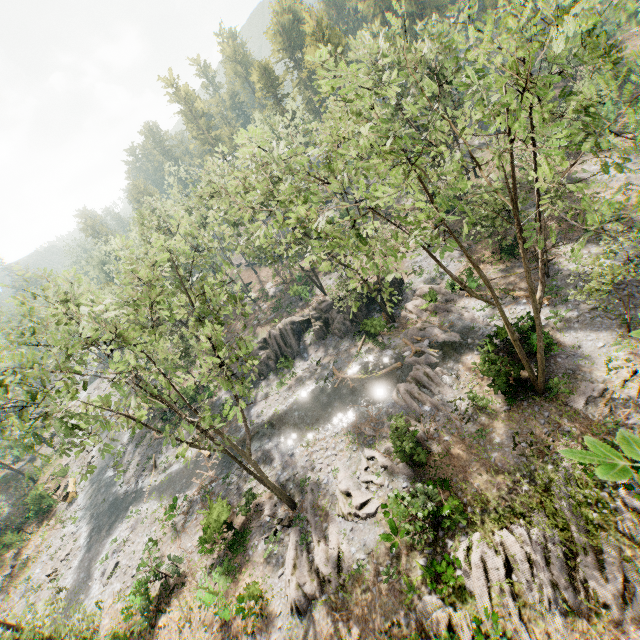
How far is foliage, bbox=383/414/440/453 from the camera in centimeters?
1883cm

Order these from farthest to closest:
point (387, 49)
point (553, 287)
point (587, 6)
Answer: point (387, 49)
point (553, 287)
point (587, 6)

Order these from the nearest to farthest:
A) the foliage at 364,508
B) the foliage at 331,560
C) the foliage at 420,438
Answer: the foliage at 331,560
the foliage at 364,508
the foliage at 420,438

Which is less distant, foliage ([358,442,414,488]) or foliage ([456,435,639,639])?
foliage ([456,435,639,639])

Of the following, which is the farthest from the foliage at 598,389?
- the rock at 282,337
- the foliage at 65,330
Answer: the rock at 282,337

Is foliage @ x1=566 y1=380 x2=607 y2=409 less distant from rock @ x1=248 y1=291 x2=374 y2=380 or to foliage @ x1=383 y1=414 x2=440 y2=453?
foliage @ x1=383 y1=414 x2=440 y2=453

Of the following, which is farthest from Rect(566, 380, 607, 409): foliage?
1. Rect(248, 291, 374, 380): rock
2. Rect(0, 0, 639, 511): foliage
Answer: Rect(248, 291, 374, 380): rock
